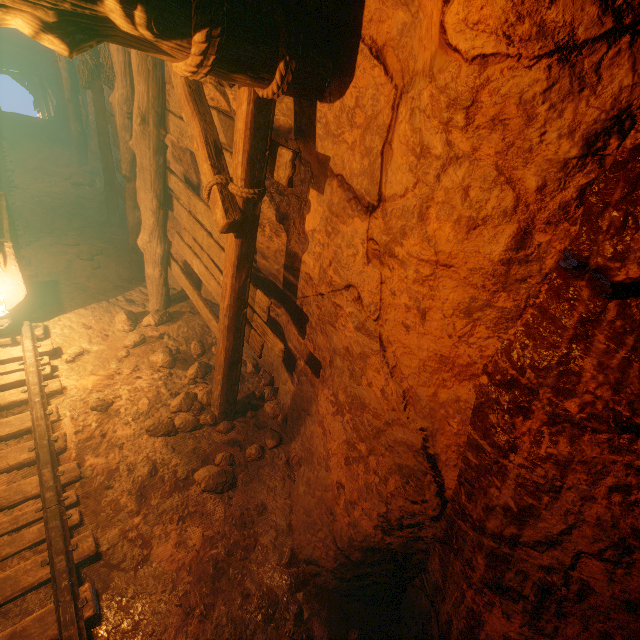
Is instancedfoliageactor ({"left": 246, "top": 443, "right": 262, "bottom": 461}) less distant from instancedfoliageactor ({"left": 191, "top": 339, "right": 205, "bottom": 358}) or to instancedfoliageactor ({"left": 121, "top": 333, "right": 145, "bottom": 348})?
instancedfoliageactor ({"left": 191, "top": 339, "right": 205, "bottom": 358})

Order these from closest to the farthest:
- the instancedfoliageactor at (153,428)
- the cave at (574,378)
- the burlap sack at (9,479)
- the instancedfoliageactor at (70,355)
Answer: the cave at (574,378) → the burlap sack at (9,479) → the instancedfoliageactor at (153,428) → the instancedfoliageactor at (70,355)

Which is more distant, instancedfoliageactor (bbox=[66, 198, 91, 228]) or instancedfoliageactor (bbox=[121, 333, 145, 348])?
instancedfoliageactor (bbox=[66, 198, 91, 228])

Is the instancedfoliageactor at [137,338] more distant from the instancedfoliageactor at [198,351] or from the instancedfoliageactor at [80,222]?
the instancedfoliageactor at [80,222]

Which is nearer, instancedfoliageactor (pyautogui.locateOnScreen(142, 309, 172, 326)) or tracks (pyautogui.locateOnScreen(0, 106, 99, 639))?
tracks (pyautogui.locateOnScreen(0, 106, 99, 639))

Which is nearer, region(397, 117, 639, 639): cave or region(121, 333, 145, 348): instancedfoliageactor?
region(397, 117, 639, 639): cave

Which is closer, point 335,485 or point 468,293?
point 468,293

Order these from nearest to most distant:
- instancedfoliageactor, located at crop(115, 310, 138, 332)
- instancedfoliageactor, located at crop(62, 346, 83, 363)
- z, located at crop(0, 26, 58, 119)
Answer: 1. instancedfoliageactor, located at crop(62, 346, 83, 363)
2. instancedfoliageactor, located at crop(115, 310, 138, 332)
3. z, located at crop(0, 26, 58, 119)
